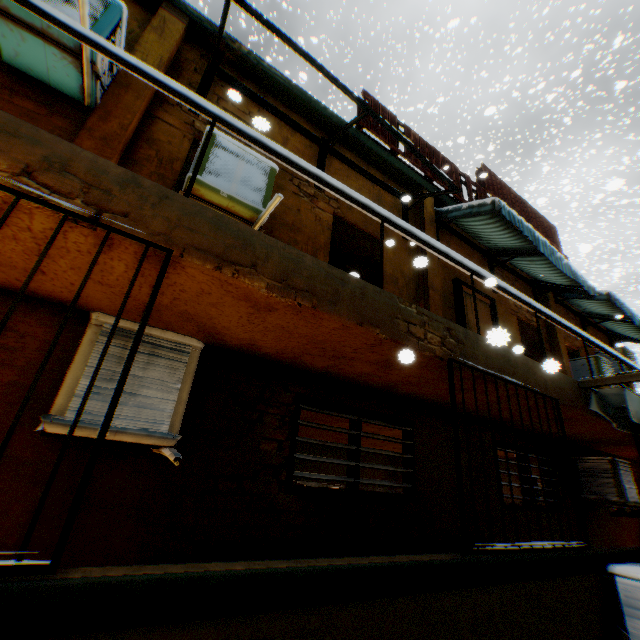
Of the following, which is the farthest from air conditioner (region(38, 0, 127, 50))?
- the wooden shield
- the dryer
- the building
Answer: the dryer

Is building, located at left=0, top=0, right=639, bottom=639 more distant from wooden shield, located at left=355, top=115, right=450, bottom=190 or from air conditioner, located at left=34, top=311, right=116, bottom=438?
wooden shield, located at left=355, top=115, right=450, bottom=190

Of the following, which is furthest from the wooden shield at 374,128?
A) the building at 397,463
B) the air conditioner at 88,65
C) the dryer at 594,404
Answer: the dryer at 594,404

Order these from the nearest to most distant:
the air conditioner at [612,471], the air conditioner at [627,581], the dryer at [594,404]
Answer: the air conditioner at [627,581] → the dryer at [594,404] → the air conditioner at [612,471]

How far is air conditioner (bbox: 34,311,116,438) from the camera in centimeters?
206cm

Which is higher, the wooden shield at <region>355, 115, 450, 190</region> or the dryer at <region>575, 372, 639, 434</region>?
the wooden shield at <region>355, 115, 450, 190</region>

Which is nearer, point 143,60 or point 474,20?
point 143,60
